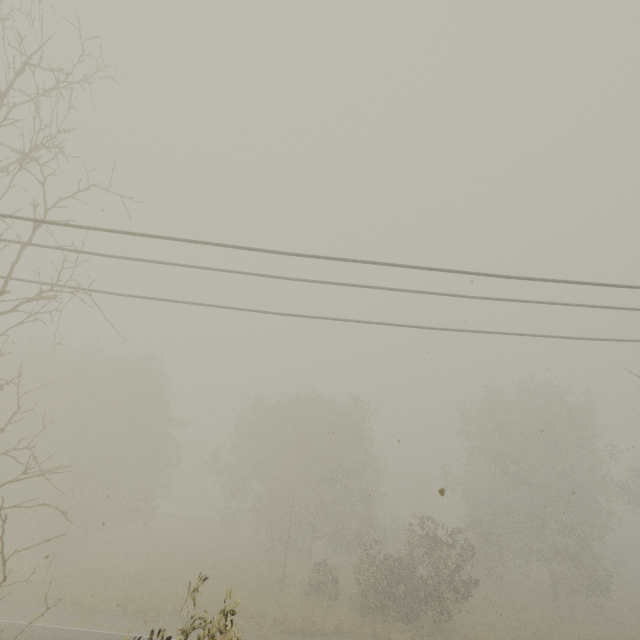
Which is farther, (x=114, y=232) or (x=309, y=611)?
(x=309, y=611)
